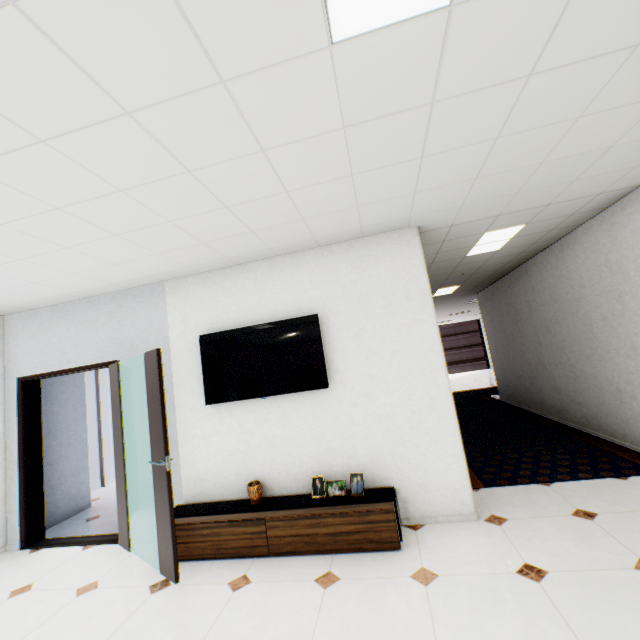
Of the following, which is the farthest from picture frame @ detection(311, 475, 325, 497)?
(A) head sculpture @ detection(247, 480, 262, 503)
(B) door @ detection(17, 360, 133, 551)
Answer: (B) door @ detection(17, 360, 133, 551)

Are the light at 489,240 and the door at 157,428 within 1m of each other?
no

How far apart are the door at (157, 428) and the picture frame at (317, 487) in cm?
129

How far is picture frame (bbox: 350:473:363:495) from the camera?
3.1 meters

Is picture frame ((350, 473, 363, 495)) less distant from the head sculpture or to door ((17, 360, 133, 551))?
the head sculpture

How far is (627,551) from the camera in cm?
235

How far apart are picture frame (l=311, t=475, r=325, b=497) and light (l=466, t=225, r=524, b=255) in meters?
3.3

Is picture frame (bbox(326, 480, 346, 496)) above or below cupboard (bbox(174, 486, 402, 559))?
above
